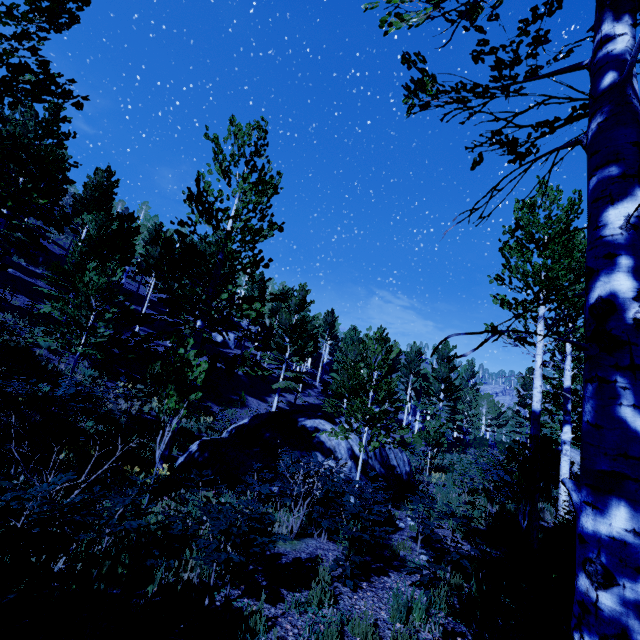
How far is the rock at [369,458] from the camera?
11.8m

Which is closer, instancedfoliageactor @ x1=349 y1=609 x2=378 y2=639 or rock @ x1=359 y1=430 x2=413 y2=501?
instancedfoliageactor @ x1=349 y1=609 x2=378 y2=639

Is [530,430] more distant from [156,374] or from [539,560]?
[156,374]

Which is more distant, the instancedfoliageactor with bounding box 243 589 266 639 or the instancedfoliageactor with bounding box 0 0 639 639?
the instancedfoliageactor with bounding box 243 589 266 639

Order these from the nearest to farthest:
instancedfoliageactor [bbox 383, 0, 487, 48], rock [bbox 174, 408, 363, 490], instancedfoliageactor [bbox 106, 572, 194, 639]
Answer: instancedfoliageactor [bbox 383, 0, 487, 48] → instancedfoliageactor [bbox 106, 572, 194, 639] → rock [bbox 174, 408, 363, 490]

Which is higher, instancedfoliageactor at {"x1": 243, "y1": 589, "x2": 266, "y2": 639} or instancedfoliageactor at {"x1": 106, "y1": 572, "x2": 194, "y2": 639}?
instancedfoliageactor at {"x1": 243, "y1": 589, "x2": 266, "y2": 639}
